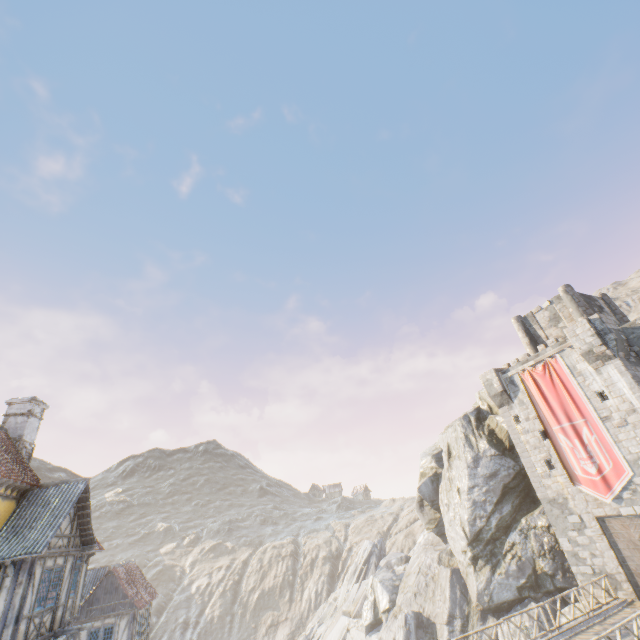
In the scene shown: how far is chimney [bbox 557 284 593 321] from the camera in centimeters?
2539cm

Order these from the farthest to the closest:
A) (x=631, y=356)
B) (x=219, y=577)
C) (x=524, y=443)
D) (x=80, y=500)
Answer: (x=219, y=577)
(x=524, y=443)
(x=631, y=356)
(x=80, y=500)

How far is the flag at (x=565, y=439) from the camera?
19.1 meters

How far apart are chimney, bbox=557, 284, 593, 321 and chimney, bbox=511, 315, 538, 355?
3.19m

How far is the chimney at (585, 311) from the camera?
25.39m

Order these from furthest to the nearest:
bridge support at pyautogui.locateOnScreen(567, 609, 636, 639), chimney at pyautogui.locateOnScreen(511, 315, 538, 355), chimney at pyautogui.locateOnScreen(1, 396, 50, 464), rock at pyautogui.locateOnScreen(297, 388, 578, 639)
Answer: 1. chimney at pyautogui.locateOnScreen(511, 315, 538, 355)
2. rock at pyautogui.locateOnScreen(297, 388, 578, 639)
3. chimney at pyautogui.locateOnScreen(1, 396, 50, 464)
4. bridge support at pyautogui.locateOnScreen(567, 609, 636, 639)

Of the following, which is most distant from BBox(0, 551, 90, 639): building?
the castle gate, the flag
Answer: the castle gate

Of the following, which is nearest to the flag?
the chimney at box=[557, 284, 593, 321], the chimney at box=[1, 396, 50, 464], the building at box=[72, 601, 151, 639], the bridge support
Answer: the chimney at box=[557, 284, 593, 321]
